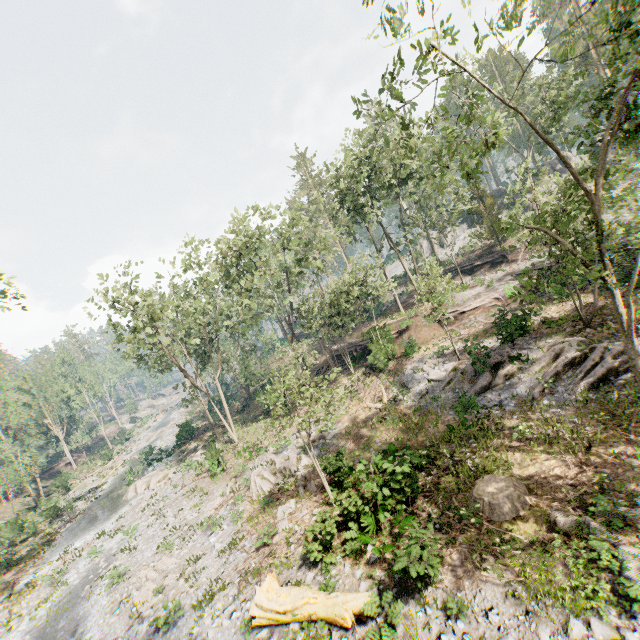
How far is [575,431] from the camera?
12.88m

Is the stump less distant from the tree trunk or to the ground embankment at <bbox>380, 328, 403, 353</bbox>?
the tree trunk

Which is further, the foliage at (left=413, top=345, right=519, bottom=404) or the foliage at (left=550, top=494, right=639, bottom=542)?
the foliage at (left=413, top=345, right=519, bottom=404)

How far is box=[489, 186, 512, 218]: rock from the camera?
52.98m

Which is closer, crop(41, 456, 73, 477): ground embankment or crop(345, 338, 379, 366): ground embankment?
crop(345, 338, 379, 366): ground embankment

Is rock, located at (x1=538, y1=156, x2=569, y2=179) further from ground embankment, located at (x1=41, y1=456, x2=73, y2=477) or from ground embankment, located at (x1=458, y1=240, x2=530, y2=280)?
ground embankment, located at (x1=41, y1=456, x2=73, y2=477)

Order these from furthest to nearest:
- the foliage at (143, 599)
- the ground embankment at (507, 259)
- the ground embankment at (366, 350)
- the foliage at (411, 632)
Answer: the ground embankment at (507, 259), the ground embankment at (366, 350), the foliage at (143, 599), the foliage at (411, 632)

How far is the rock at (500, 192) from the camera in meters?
53.0 m
